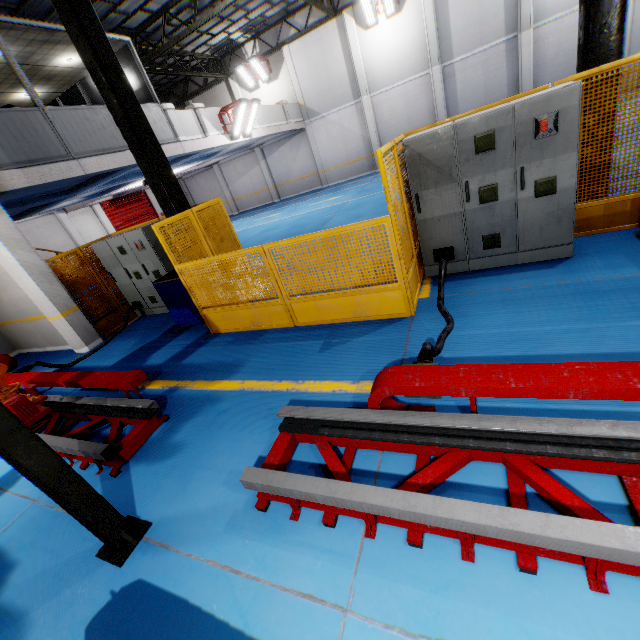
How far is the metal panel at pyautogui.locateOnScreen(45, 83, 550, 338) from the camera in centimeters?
440cm

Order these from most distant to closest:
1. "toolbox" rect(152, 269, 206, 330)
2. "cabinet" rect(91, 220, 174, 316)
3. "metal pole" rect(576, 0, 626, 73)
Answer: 1. "cabinet" rect(91, 220, 174, 316)
2. "toolbox" rect(152, 269, 206, 330)
3. "metal pole" rect(576, 0, 626, 73)

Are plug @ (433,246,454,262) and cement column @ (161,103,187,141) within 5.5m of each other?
no

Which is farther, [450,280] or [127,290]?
[127,290]

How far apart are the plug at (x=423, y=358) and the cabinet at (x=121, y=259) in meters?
6.7 m

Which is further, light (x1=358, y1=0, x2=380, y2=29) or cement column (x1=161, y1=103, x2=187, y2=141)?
light (x1=358, y1=0, x2=380, y2=29)

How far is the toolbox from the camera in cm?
631

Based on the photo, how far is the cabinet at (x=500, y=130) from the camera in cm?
400
